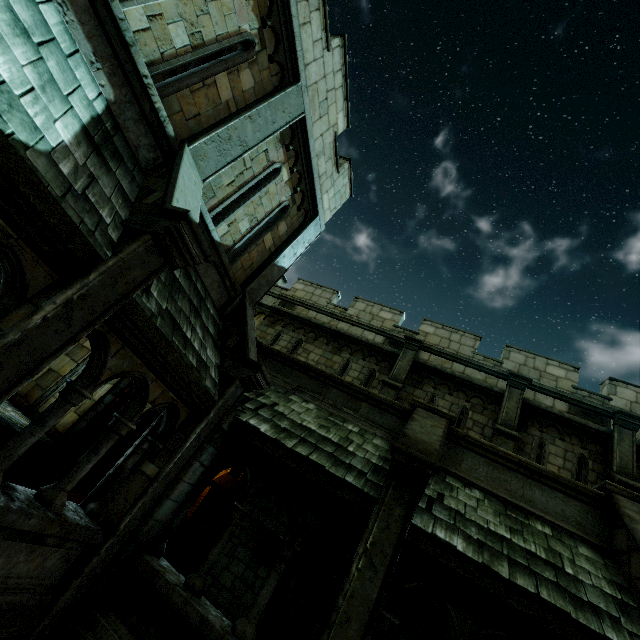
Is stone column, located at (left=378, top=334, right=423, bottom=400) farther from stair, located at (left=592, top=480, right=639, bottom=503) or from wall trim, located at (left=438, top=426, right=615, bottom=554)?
stair, located at (left=592, top=480, right=639, bottom=503)

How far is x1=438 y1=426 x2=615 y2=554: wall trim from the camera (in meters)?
5.54

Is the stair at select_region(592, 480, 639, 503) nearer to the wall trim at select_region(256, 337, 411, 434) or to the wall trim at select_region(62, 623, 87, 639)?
the wall trim at select_region(256, 337, 411, 434)

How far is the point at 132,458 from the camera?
5.3 meters

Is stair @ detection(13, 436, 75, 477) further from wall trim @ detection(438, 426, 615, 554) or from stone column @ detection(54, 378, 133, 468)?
wall trim @ detection(438, 426, 615, 554)

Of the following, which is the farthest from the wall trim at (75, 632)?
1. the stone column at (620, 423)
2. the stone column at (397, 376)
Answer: the stone column at (620, 423)

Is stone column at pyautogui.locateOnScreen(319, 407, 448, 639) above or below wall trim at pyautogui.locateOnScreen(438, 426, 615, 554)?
below

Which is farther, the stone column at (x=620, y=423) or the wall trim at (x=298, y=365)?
the stone column at (x=620, y=423)
